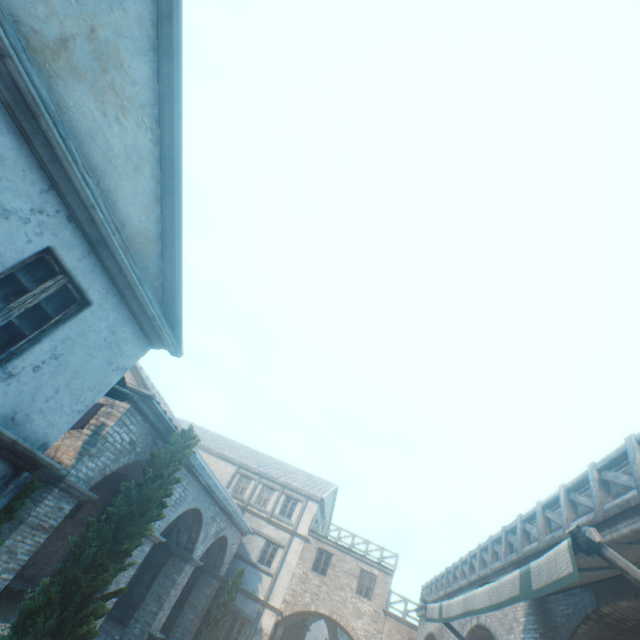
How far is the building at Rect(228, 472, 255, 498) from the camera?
24.3 meters

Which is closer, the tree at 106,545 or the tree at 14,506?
the tree at 14,506

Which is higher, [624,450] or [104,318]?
[624,450]

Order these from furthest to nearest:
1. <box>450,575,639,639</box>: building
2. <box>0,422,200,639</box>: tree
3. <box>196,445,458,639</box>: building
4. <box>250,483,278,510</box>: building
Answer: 1. <box>250,483,278,510</box>: building
2. <box>196,445,458,639</box>: building
3. <box>0,422,200,639</box>: tree
4. <box>450,575,639,639</box>: building

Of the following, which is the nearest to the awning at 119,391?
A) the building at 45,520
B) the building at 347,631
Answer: the building at 45,520

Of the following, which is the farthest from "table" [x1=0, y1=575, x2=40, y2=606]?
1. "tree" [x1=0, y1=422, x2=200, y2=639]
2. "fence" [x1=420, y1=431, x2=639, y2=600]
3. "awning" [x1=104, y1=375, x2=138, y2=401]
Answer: "fence" [x1=420, y1=431, x2=639, y2=600]

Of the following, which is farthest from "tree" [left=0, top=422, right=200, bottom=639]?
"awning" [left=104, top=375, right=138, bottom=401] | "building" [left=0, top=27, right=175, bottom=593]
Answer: "awning" [left=104, top=375, right=138, bottom=401]

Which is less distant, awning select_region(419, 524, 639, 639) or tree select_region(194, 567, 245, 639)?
awning select_region(419, 524, 639, 639)
